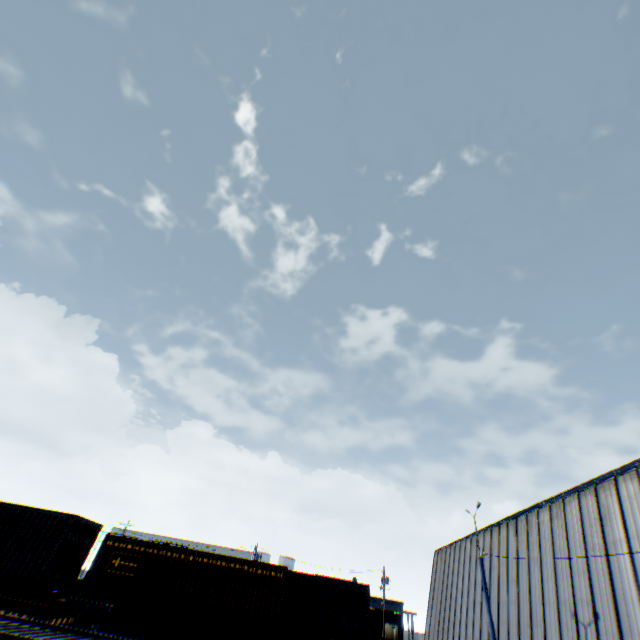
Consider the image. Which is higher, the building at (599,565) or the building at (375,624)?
the building at (599,565)

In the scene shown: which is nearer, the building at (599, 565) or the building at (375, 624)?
the building at (599, 565)

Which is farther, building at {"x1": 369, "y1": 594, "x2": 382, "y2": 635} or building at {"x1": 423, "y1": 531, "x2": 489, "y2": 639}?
building at {"x1": 369, "y1": 594, "x2": 382, "y2": 635}

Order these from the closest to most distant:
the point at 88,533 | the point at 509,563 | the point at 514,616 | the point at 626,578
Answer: the point at 626,578
the point at 88,533
the point at 514,616
the point at 509,563

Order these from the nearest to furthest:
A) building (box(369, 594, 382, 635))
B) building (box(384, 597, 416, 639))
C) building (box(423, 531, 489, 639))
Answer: building (box(423, 531, 489, 639))
building (box(384, 597, 416, 639))
building (box(369, 594, 382, 635))

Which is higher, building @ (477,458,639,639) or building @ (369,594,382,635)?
building @ (477,458,639,639)

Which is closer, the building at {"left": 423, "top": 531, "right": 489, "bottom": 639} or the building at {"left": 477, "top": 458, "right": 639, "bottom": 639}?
the building at {"left": 477, "top": 458, "right": 639, "bottom": 639}
